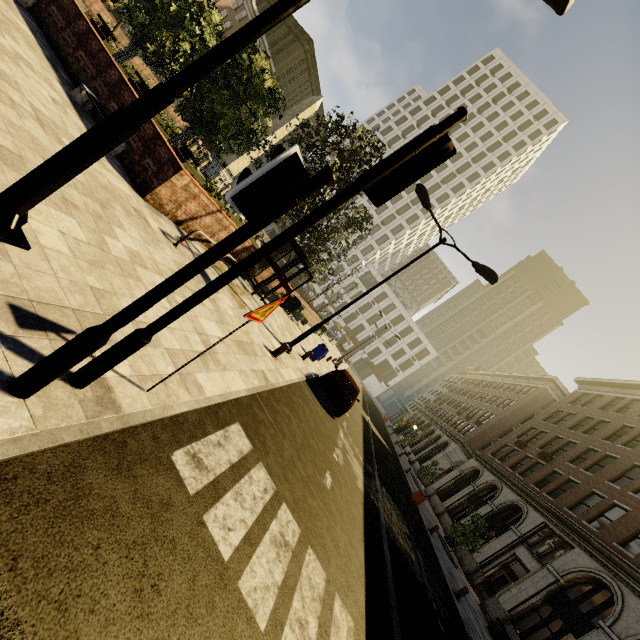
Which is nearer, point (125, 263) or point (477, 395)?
point (125, 263)

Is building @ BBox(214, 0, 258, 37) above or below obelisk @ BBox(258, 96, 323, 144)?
above

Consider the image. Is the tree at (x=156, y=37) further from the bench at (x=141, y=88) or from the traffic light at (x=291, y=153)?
the traffic light at (x=291, y=153)

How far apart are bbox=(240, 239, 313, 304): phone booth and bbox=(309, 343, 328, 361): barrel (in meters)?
4.44

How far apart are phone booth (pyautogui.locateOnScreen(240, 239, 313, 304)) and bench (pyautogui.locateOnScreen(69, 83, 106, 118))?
6.12m

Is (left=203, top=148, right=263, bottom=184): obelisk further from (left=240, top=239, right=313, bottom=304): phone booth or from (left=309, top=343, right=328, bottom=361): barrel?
(left=309, top=343, right=328, bottom=361): barrel

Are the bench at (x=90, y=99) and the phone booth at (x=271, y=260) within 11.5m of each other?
yes

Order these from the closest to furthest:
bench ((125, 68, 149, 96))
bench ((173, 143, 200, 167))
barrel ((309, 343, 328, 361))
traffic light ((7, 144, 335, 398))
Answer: traffic light ((7, 144, 335, 398)) < barrel ((309, 343, 328, 361)) < bench ((173, 143, 200, 167)) < bench ((125, 68, 149, 96))
